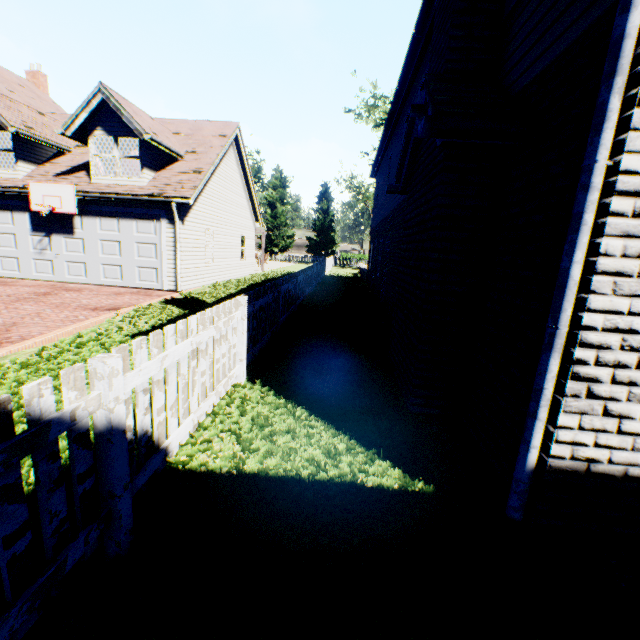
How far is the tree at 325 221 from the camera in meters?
48.2

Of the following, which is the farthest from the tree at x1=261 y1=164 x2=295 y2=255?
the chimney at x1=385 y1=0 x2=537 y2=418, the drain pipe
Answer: the chimney at x1=385 y1=0 x2=537 y2=418

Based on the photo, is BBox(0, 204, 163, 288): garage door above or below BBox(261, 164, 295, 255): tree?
below

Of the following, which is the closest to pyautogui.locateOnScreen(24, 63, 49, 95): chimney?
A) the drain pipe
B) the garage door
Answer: the garage door

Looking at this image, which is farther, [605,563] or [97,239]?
[97,239]

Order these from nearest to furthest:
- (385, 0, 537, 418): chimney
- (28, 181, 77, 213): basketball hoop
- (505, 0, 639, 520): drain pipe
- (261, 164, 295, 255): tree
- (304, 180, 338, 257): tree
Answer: (505, 0, 639, 520): drain pipe
(385, 0, 537, 418): chimney
(28, 181, 77, 213): basketball hoop
(261, 164, 295, 255): tree
(304, 180, 338, 257): tree

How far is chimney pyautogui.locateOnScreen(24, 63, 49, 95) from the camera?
21.0 meters

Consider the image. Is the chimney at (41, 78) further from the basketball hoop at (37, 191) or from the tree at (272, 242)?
the tree at (272, 242)
